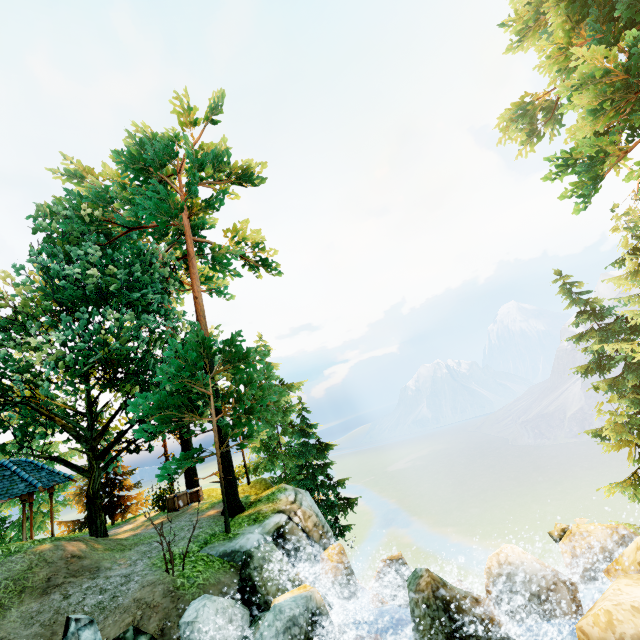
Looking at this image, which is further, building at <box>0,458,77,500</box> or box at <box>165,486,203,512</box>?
box at <box>165,486,203,512</box>

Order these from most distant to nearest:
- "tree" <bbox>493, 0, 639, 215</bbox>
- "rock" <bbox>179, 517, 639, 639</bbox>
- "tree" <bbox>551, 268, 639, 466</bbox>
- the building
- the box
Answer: the box < the building < "tree" <bbox>551, 268, 639, 466</bbox> < "tree" <bbox>493, 0, 639, 215</bbox> < "rock" <bbox>179, 517, 639, 639</bbox>

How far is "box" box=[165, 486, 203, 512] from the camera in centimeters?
1664cm

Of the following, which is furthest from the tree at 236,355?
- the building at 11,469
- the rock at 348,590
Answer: the rock at 348,590

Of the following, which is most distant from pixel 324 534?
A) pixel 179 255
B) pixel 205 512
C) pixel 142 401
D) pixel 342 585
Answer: pixel 179 255

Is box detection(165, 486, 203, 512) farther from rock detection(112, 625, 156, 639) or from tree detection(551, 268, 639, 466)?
rock detection(112, 625, 156, 639)

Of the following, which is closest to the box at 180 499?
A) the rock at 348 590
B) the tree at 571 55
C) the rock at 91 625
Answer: the tree at 571 55

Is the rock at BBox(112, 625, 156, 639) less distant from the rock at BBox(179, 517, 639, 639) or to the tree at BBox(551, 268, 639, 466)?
the rock at BBox(179, 517, 639, 639)
